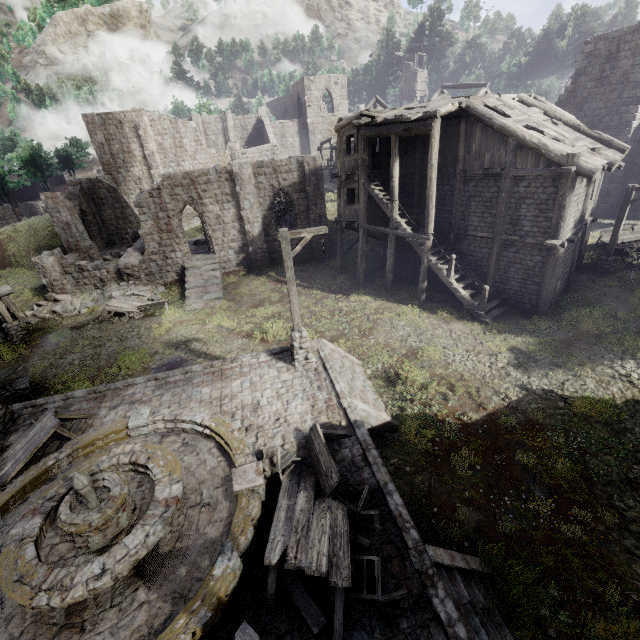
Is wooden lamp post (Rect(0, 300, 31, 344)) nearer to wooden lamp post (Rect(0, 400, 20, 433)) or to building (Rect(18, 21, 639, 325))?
building (Rect(18, 21, 639, 325))

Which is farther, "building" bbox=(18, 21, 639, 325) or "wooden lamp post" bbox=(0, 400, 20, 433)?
"building" bbox=(18, 21, 639, 325)

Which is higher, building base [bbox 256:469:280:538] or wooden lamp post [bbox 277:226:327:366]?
wooden lamp post [bbox 277:226:327:366]

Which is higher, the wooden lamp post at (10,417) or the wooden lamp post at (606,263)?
the wooden lamp post at (10,417)

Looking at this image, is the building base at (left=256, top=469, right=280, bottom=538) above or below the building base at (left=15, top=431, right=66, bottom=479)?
below

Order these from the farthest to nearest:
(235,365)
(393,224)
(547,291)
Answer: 1. (393,224)
2. (547,291)
3. (235,365)

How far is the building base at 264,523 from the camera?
6.8 meters

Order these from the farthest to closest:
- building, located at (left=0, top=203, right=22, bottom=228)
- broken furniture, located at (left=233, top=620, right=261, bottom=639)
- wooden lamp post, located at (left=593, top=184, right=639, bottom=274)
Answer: building, located at (left=0, top=203, right=22, bottom=228) → wooden lamp post, located at (left=593, top=184, right=639, bottom=274) → broken furniture, located at (left=233, top=620, right=261, bottom=639)
